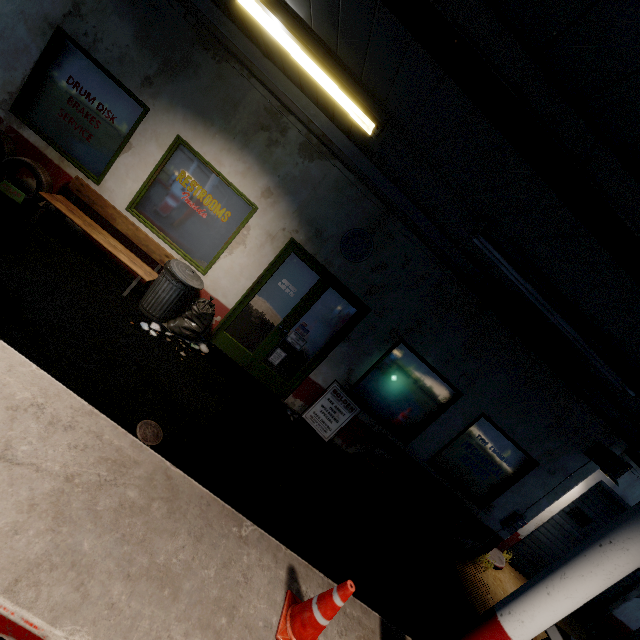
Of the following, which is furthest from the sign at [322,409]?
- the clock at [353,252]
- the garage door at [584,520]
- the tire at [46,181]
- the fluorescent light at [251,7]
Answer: the garage door at [584,520]

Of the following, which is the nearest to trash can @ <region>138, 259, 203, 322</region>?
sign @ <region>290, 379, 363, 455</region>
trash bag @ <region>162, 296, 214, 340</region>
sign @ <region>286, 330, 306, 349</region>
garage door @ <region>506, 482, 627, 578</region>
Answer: trash bag @ <region>162, 296, 214, 340</region>

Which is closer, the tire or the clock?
the tire

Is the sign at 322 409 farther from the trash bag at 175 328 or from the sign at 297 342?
the trash bag at 175 328

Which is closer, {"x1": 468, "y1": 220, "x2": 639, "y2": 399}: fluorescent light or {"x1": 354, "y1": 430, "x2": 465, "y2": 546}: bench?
{"x1": 468, "y1": 220, "x2": 639, "y2": 399}: fluorescent light

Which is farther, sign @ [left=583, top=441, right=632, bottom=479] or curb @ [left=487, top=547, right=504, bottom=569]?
curb @ [left=487, top=547, right=504, bottom=569]

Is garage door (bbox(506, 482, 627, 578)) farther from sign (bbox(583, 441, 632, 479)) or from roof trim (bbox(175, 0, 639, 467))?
sign (bbox(583, 441, 632, 479))

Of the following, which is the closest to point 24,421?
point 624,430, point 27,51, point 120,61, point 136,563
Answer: point 136,563
